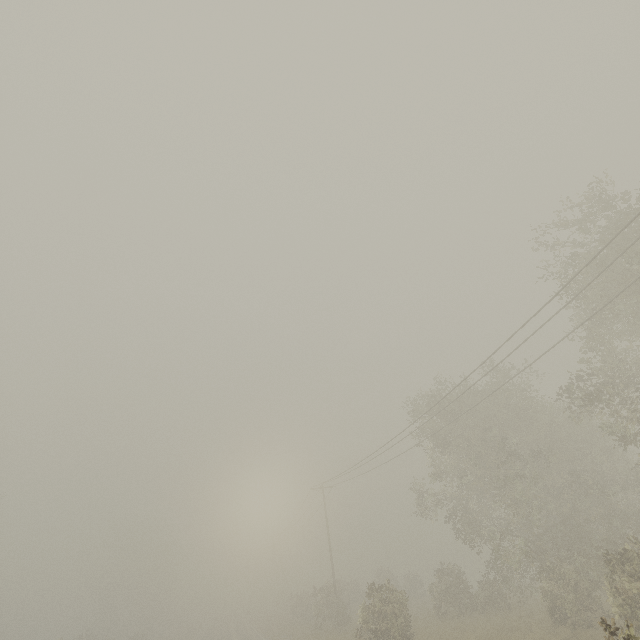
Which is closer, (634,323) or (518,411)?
(634,323)

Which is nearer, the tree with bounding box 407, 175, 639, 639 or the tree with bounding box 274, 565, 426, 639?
the tree with bounding box 407, 175, 639, 639

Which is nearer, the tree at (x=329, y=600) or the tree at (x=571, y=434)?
the tree at (x=571, y=434)
